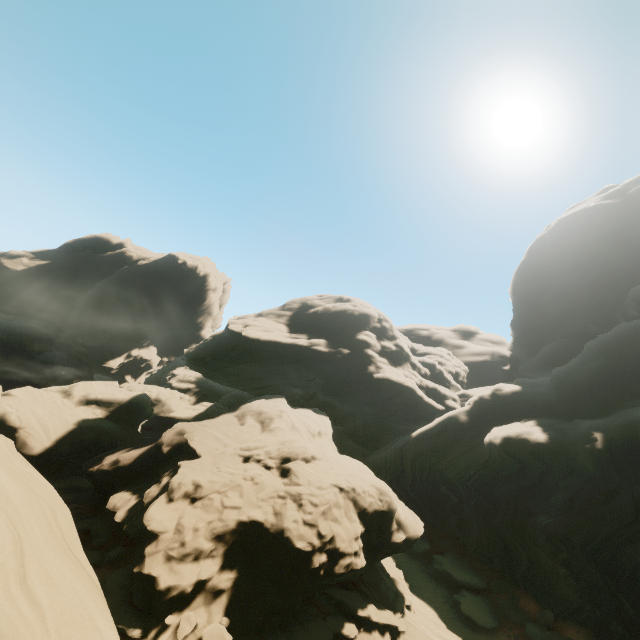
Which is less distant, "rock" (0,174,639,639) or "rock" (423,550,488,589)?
"rock" (0,174,639,639)

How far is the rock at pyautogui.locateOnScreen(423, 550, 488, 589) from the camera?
25.0 meters

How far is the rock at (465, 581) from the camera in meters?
25.0

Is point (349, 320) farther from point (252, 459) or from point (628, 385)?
point (628, 385)

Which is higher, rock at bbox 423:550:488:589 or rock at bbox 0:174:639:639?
rock at bbox 0:174:639:639

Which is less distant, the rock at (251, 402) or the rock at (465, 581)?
the rock at (251, 402)
